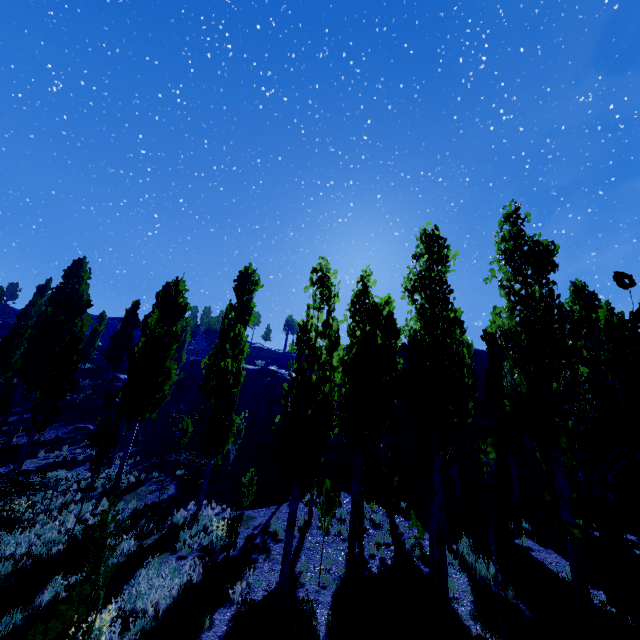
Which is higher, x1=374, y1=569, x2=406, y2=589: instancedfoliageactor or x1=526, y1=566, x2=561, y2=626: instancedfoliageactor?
x1=526, y1=566, x2=561, y2=626: instancedfoliageactor

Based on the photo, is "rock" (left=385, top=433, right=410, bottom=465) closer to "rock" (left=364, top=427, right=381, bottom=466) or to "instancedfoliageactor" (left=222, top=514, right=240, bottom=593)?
"rock" (left=364, top=427, right=381, bottom=466)

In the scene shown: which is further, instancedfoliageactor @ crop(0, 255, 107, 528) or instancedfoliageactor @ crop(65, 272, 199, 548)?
instancedfoliageactor @ crop(0, 255, 107, 528)

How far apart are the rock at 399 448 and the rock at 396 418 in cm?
567

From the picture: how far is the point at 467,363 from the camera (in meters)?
18.05

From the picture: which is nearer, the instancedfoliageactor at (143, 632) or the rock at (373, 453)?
the instancedfoliageactor at (143, 632)

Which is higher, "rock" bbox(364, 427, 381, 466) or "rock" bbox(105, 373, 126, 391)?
"rock" bbox(105, 373, 126, 391)
